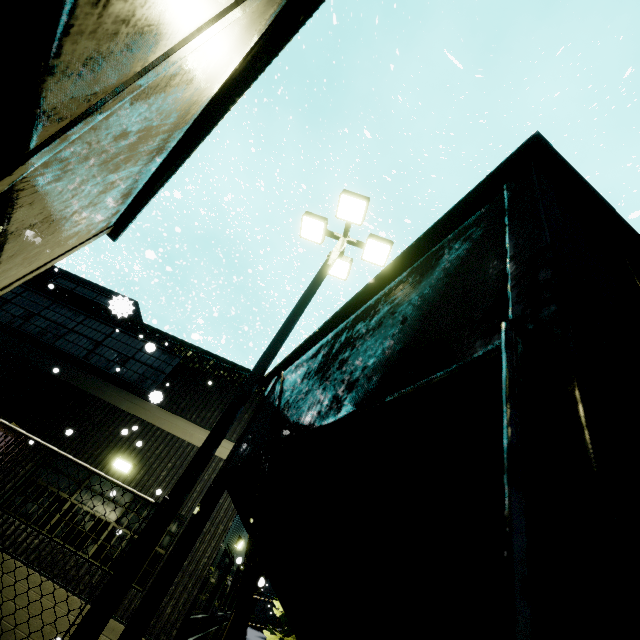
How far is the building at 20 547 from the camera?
6.8m

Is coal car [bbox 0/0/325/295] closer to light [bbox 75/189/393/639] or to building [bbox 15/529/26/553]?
building [bbox 15/529/26/553]

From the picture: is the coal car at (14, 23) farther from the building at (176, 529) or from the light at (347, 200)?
the light at (347, 200)

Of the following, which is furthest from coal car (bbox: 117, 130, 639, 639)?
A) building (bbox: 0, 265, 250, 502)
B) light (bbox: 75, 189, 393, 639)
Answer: light (bbox: 75, 189, 393, 639)

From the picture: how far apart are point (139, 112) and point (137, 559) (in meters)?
4.26

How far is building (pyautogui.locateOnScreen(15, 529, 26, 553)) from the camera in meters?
6.8 m

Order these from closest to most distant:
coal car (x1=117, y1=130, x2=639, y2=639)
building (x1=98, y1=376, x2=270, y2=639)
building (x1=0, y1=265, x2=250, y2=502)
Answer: coal car (x1=117, y1=130, x2=639, y2=639) < building (x1=98, y1=376, x2=270, y2=639) < building (x1=0, y1=265, x2=250, y2=502)
